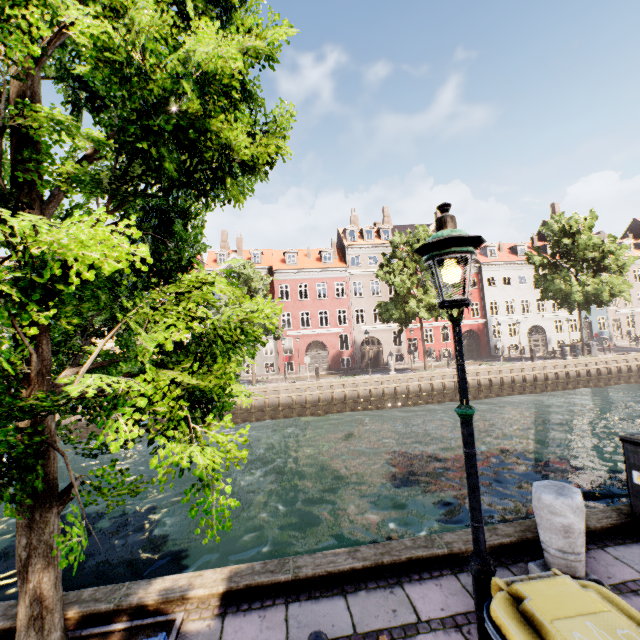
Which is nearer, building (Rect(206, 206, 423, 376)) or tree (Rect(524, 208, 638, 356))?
tree (Rect(524, 208, 638, 356))

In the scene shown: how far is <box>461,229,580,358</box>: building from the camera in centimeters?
3703cm

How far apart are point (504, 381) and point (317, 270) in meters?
20.2

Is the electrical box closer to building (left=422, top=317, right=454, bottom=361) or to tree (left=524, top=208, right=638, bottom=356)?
tree (left=524, top=208, right=638, bottom=356)

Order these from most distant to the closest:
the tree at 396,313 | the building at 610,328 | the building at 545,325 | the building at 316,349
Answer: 1. the building at 610,328
2. the building at 545,325
3. the building at 316,349
4. the tree at 396,313

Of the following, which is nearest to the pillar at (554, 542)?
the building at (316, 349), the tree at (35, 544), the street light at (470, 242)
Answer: the street light at (470, 242)

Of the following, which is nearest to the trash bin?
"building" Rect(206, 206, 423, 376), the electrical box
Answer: the electrical box

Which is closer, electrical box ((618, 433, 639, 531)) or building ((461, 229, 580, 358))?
electrical box ((618, 433, 639, 531))
